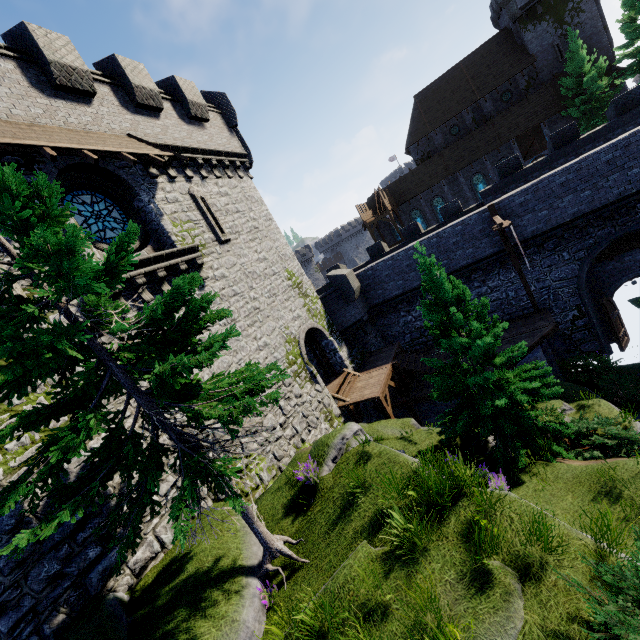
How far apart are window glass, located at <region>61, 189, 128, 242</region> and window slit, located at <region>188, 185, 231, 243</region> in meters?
2.8 m

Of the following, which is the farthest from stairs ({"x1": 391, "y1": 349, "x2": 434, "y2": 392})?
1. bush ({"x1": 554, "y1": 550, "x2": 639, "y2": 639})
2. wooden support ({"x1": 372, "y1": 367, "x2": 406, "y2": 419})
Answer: bush ({"x1": 554, "y1": 550, "x2": 639, "y2": 639})

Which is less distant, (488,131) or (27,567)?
(27,567)

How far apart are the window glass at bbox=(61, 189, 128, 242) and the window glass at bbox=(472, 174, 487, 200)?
39.3 meters

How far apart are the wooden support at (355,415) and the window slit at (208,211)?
9.9m

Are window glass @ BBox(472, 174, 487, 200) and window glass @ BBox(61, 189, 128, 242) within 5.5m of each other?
no

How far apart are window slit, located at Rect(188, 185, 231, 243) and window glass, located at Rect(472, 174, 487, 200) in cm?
3529

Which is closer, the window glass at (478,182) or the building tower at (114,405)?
the building tower at (114,405)
